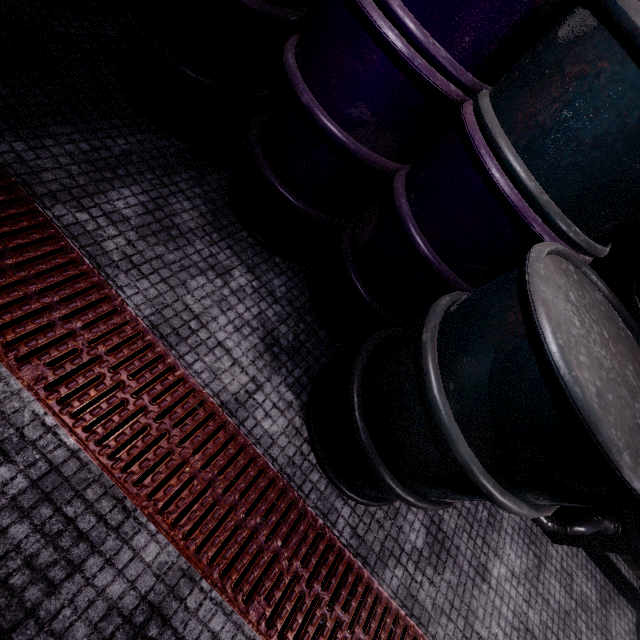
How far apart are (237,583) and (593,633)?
2.2m

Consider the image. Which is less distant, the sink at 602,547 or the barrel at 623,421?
the barrel at 623,421

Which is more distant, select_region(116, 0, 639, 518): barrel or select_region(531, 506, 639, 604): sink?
select_region(531, 506, 639, 604): sink
